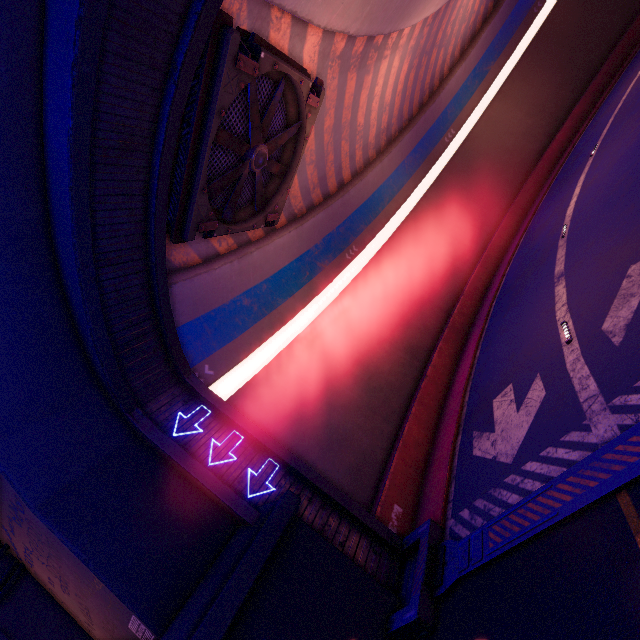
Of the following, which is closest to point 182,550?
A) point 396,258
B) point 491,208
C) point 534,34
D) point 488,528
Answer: point 488,528

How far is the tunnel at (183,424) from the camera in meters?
9.8

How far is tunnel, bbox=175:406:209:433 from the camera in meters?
9.8 m

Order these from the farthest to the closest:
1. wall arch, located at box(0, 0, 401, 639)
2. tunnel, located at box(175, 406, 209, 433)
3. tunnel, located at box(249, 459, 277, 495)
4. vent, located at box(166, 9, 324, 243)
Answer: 1. tunnel, located at box(175, 406, 209, 433)
2. tunnel, located at box(249, 459, 277, 495)
3. vent, located at box(166, 9, 324, 243)
4. wall arch, located at box(0, 0, 401, 639)

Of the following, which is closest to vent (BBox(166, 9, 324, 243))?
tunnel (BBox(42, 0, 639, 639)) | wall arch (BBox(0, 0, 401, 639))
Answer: tunnel (BBox(42, 0, 639, 639))

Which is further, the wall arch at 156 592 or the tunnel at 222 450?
the tunnel at 222 450
